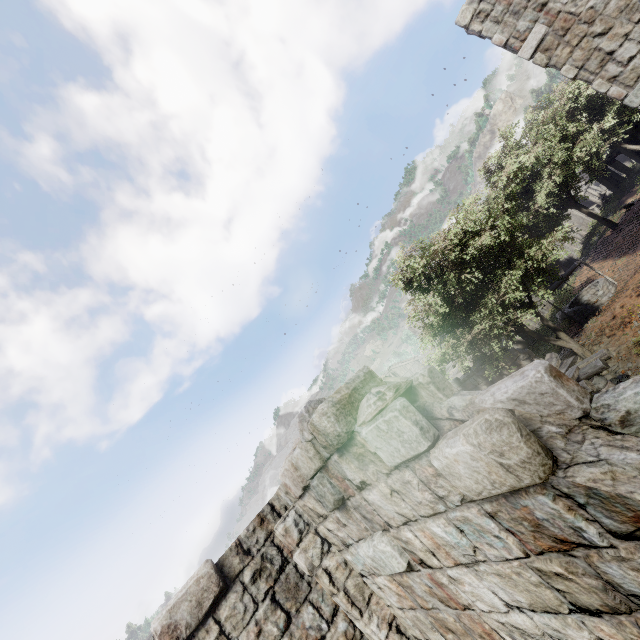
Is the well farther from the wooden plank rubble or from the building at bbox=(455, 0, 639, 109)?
the wooden plank rubble

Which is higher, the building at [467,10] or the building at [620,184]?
the building at [467,10]

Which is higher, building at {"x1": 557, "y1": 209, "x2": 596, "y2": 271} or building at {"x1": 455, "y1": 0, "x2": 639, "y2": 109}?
building at {"x1": 455, "y1": 0, "x2": 639, "y2": 109}

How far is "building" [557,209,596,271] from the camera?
31.3m

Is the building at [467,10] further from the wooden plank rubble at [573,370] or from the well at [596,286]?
the well at [596,286]

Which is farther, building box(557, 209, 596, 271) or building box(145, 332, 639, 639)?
building box(557, 209, 596, 271)

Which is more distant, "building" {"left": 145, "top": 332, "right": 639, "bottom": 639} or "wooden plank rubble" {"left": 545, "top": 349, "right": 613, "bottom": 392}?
"wooden plank rubble" {"left": 545, "top": 349, "right": 613, "bottom": 392}

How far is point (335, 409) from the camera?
2.9 meters
